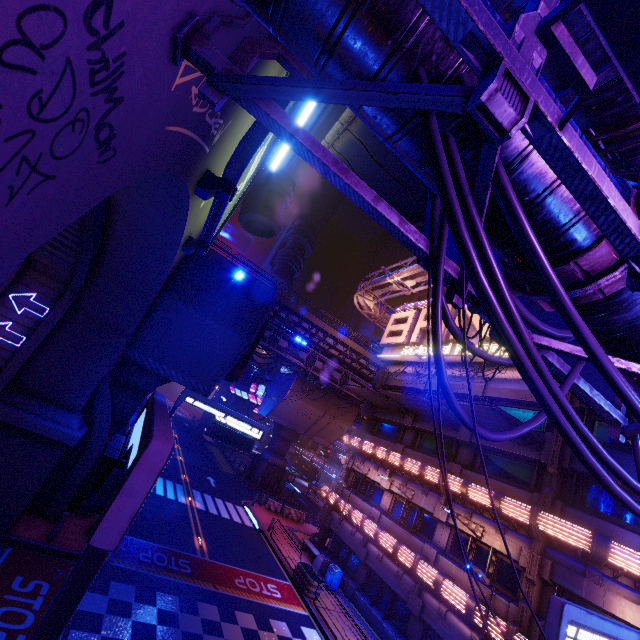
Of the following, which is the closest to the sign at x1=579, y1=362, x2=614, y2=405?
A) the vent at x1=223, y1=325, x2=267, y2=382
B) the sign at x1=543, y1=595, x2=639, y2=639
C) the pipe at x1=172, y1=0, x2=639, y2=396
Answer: the pipe at x1=172, y1=0, x2=639, y2=396

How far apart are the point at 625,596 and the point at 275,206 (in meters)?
23.13

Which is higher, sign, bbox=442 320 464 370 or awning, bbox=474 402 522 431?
sign, bbox=442 320 464 370

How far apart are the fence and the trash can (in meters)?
10.47

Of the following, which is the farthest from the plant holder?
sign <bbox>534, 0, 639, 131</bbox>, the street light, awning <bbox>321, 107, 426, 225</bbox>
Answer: sign <bbox>534, 0, 639, 131</bbox>

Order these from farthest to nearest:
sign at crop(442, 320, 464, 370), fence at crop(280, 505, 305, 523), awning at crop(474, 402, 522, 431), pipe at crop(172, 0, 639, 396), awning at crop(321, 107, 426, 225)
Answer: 1. fence at crop(280, 505, 305, 523)
2. sign at crop(442, 320, 464, 370)
3. awning at crop(474, 402, 522, 431)
4. awning at crop(321, 107, 426, 225)
5. pipe at crop(172, 0, 639, 396)

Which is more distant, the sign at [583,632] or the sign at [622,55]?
the sign at [583,632]

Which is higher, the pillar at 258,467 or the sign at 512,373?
the sign at 512,373
